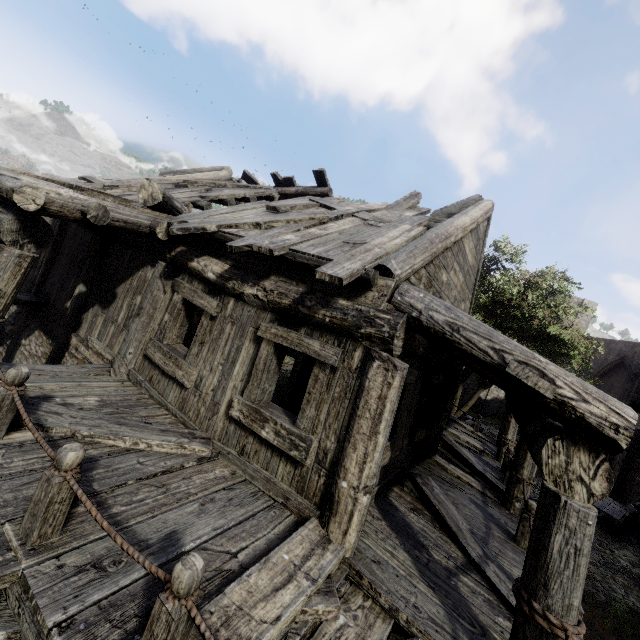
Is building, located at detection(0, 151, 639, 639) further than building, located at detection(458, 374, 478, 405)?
No

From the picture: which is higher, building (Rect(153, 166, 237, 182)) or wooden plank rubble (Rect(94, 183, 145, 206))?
building (Rect(153, 166, 237, 182))

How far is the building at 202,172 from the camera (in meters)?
11.00

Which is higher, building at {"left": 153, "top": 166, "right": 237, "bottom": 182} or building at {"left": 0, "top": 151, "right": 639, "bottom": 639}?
building at {"left": 153, "top": 166, "right": 237, "bottom": 182}

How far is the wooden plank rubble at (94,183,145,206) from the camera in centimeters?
719cm

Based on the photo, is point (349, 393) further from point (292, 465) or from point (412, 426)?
point (412, 426)

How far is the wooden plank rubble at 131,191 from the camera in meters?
7.2
